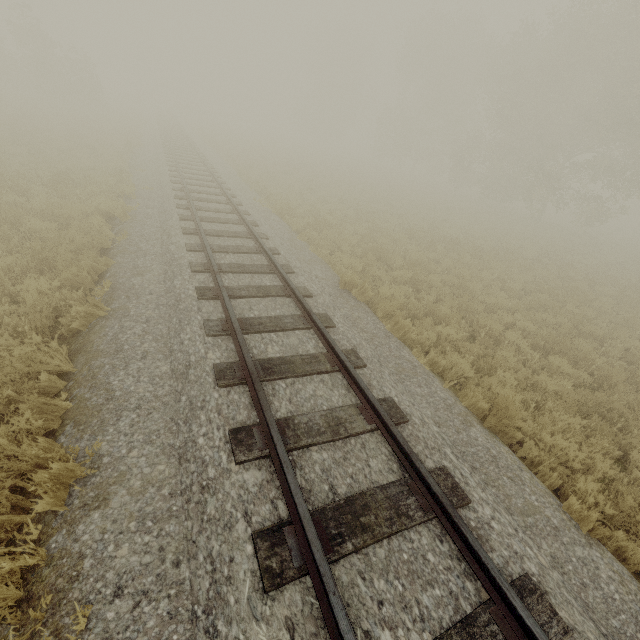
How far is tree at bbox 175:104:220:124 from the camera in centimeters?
5016cm

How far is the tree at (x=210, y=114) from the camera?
50.2 meters

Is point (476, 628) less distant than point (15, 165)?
Yes
